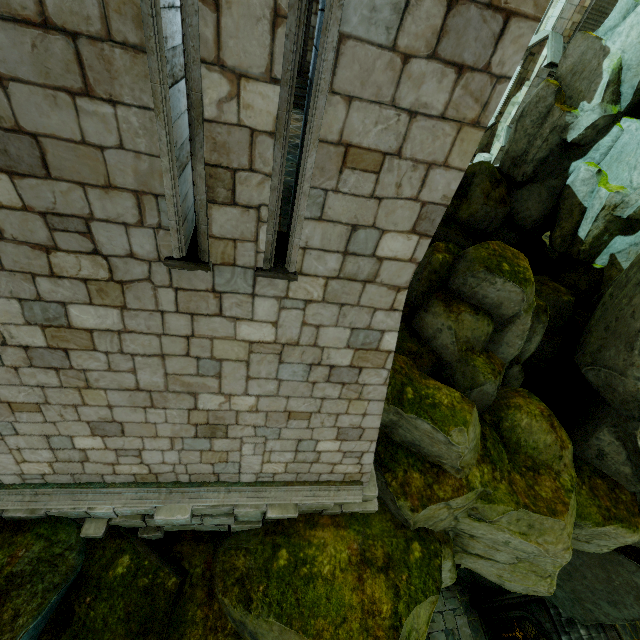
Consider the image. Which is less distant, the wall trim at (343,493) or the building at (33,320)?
the building at (33,320)

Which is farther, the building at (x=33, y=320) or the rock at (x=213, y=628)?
the rock at (x=213, y=628)

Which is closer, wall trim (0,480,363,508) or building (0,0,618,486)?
building (0,0,618,486)

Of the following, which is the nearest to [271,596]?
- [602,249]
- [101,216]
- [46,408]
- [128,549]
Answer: [128,549]

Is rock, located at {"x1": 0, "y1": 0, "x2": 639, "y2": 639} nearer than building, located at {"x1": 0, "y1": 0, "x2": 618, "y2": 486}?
No

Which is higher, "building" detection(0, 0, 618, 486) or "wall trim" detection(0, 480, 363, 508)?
"building" detection(0, 0, 618, 486)
